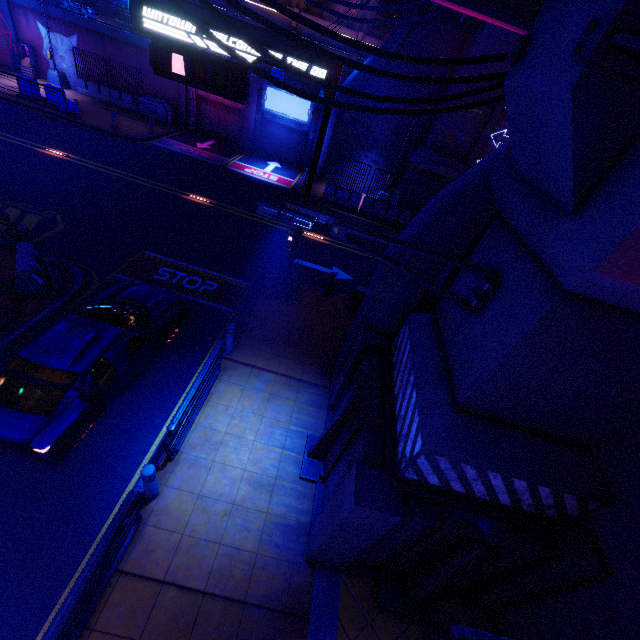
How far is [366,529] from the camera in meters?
4.8

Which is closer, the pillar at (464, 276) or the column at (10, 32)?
the pillar at (464, 276)

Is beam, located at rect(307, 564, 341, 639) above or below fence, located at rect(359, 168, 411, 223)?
below

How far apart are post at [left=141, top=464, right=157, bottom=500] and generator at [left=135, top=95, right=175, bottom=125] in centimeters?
2628cm

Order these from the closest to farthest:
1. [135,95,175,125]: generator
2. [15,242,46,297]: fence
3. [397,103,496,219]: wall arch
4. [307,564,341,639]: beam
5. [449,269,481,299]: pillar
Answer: [449,269,481,299]: pillar, [307,564,341,639]: beam, [15,242,46,297]: fence, [397,103,496,219]: wall arch, [135,95,175,125]: generator

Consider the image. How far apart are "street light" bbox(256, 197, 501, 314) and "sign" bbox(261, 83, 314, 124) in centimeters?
2295cm

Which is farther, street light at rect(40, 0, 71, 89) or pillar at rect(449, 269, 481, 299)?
street light at rect(40, 0, 71, 89)

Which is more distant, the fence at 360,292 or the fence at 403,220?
the fence at 403,220
